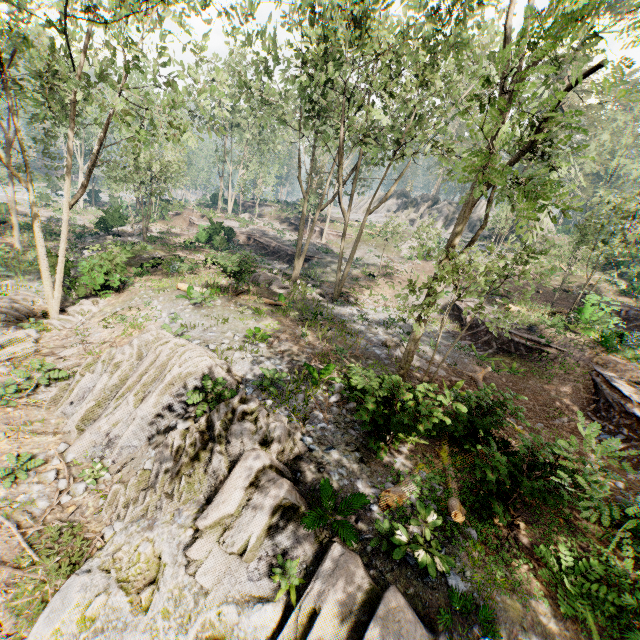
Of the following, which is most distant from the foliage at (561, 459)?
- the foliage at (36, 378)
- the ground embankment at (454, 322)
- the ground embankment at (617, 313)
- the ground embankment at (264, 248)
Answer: the ground embankment at (454, 322)

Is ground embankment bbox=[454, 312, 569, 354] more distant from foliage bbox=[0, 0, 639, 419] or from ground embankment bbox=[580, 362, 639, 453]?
foliage bbox=[0, 0, 639, 419]

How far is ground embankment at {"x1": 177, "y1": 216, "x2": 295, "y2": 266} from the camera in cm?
3133

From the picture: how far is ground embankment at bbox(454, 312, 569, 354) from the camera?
18.31m

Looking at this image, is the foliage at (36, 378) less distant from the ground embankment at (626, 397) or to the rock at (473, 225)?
the ground embankment at (626, 397)

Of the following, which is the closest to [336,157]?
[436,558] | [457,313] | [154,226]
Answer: [457,313]

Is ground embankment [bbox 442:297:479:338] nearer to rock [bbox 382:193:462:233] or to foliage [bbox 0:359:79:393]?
foliage [bbox 0:359:79:393]

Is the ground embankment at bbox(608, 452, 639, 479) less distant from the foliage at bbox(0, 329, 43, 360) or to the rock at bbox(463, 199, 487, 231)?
the foliage at bbox(0, 329, 43, 360)
